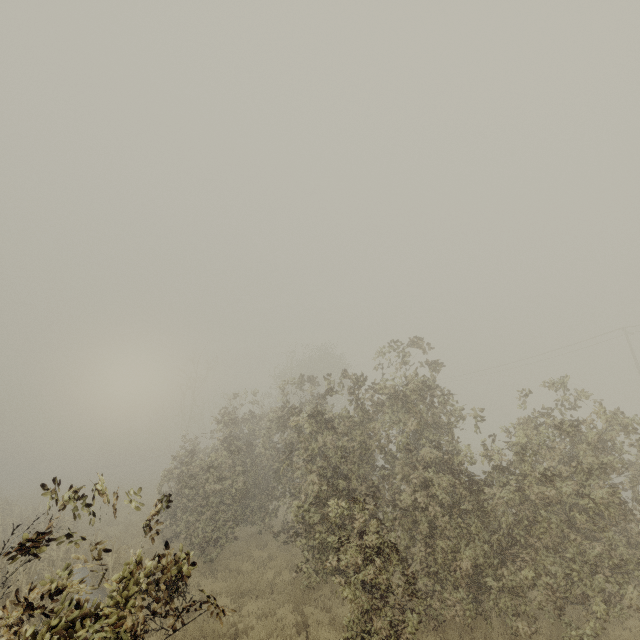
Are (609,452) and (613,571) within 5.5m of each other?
yes

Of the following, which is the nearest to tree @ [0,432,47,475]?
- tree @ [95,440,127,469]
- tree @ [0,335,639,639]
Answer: tree @ [95,440,127,469]

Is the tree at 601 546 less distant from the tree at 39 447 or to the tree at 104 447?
the tree at 104 447

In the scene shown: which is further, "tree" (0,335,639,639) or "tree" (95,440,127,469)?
"tree" (95,440,127,469)

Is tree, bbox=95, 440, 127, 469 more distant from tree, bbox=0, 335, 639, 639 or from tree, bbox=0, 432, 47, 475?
tree, bbox=0, 335, 639, 639

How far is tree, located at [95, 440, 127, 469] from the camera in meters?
55.9

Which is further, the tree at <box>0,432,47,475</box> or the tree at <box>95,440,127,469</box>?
the tree at <box>95,440,127,469</box>
